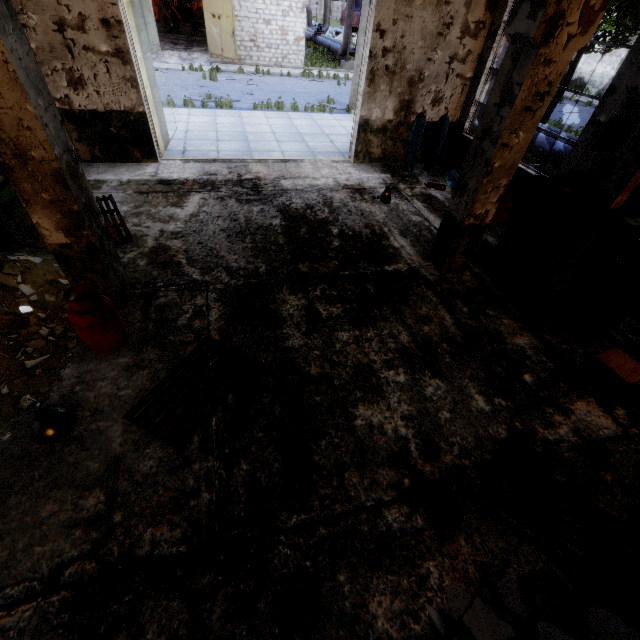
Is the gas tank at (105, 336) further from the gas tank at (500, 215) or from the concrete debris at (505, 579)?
the gas tank at (500, 215)

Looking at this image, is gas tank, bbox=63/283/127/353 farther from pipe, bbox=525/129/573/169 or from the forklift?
the forklift

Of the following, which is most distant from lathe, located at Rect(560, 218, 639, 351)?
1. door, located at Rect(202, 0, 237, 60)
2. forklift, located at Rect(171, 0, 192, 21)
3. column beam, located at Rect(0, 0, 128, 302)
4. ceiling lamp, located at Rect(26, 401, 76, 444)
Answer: forklift, located at Rect(171, 0, 192, 21)

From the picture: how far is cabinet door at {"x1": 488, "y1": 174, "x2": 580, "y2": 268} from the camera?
5.4 meters

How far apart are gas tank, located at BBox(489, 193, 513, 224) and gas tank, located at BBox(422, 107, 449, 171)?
2.9 meters

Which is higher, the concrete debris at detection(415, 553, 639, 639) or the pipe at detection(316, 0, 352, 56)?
the pipe at detection(316, 0, 352, 56)

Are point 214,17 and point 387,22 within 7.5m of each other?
no

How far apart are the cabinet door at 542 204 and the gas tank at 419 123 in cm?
467
